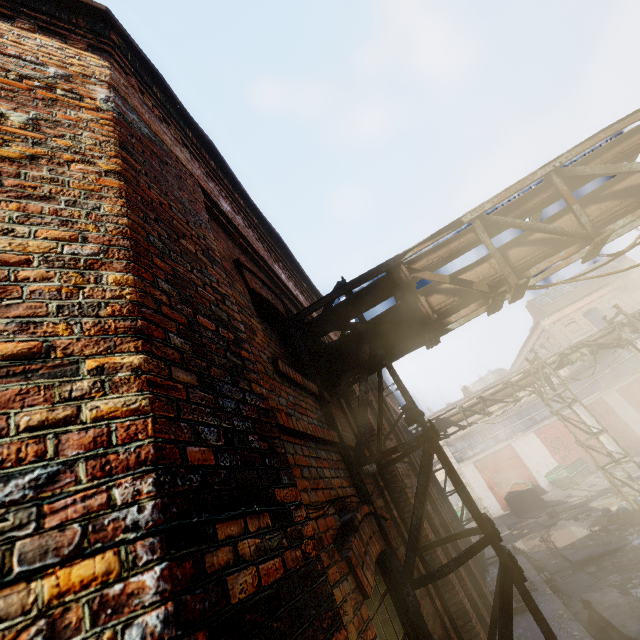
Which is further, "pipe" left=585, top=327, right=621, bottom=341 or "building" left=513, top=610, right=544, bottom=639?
"pipe" left=585, top=327, right=621, bottom=341

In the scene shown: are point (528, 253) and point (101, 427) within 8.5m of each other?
yes

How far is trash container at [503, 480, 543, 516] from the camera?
22.6 meters

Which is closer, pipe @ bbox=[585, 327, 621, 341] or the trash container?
pipe @ bbox=[585, 327, 621, 341]

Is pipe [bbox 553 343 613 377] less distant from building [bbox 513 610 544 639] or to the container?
building [bbox 513 610 544 639]

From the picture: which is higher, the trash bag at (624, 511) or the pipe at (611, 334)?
the pipe at (611, 334)

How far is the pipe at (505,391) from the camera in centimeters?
1425cm

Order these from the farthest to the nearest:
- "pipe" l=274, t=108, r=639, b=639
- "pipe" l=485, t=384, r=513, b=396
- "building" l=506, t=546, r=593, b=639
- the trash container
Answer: the trash container < "pipe" l=485, t=384, r=513, b=396 < "building" l=506, t=546, r=593, b=639 < "pipe" l=274, t=108, r=639, b=639
